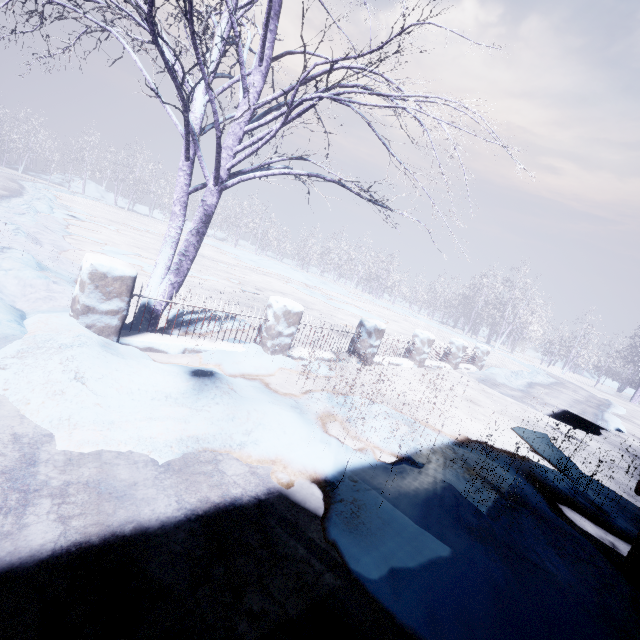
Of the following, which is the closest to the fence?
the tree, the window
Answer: the tree

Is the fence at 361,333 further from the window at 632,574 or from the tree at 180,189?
the window at 632,574

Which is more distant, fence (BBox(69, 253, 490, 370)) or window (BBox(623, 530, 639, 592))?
fence (BBox(69, 253, 490, 370))

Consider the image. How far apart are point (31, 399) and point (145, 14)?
4.4 meters

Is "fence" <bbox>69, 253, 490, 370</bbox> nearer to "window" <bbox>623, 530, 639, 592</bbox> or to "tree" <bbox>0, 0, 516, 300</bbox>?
"tree" <bbox>0, 0, 516, 300</bbox>

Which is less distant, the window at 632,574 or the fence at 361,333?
the window at 632,574

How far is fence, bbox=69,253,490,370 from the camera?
3.1m

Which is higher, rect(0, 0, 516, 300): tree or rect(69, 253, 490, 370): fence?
rect(0, 0, 516, 300): tree
